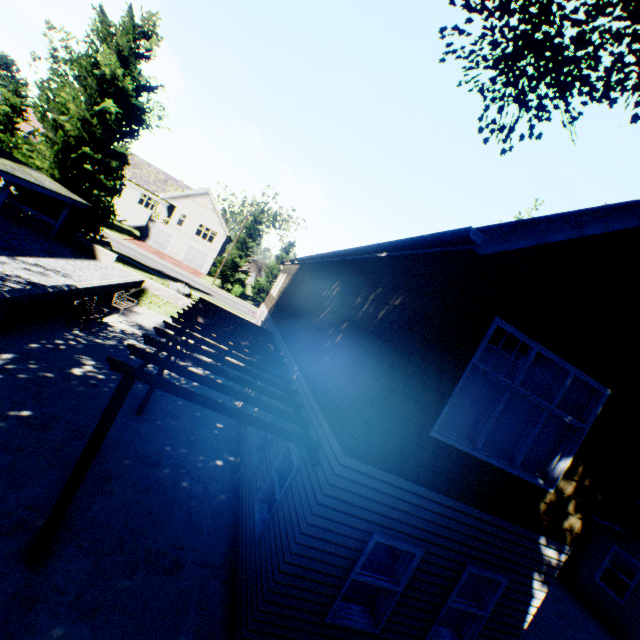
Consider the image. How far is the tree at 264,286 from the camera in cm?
4447

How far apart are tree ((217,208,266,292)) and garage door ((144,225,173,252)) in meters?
11.1

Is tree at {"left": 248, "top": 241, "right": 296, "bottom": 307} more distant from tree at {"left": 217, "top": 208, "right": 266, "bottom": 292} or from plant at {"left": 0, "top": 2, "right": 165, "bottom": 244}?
plant at {"left": 0, "top": 2, "right": 165, "bottom": 244}

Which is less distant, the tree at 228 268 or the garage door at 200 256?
the tree at 228 268

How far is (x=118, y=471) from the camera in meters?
6.9 m

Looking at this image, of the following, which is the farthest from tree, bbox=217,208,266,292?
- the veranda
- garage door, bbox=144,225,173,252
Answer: the veranda

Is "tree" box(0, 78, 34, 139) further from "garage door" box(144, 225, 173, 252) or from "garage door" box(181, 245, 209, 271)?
"garage door" box(144, 225, 173, 252)

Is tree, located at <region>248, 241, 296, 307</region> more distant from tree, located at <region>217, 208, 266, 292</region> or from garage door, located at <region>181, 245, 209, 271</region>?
garage door, located at <region>181, 245, 209, 271</region>
